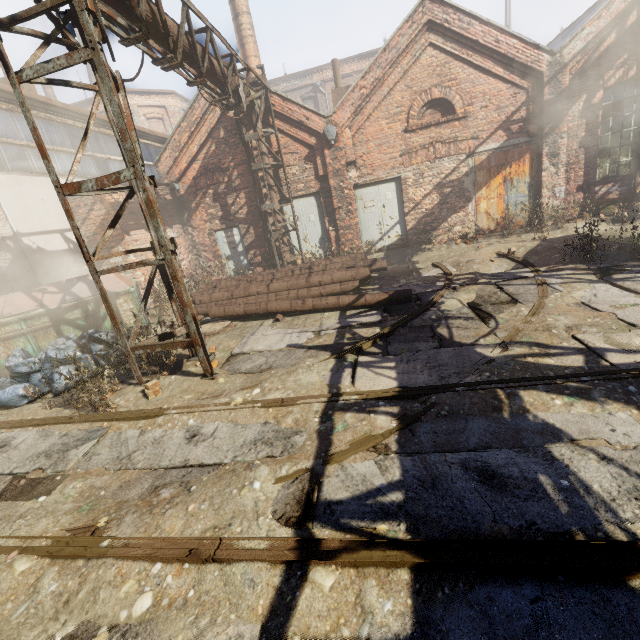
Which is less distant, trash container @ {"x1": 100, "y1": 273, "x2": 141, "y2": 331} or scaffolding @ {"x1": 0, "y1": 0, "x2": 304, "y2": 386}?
scaffolding @ {"x1": 0, "y1": 0, "x2": 304, "y2": 386}

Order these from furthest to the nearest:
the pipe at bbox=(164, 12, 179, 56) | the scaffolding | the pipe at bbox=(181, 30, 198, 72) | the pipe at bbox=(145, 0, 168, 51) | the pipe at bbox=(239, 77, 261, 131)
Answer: the pipe at bbox=(239, 77, 261, 131)
the pipe at bbox=(181, 30, 198, 72)
the pipe at bbox=(164, 12, 179, 56)
the pipe at bbox=(145, 0, 168, 51)
the scaffolding

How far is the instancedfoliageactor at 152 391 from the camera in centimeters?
507cm

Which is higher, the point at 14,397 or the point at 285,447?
the point at 14,397

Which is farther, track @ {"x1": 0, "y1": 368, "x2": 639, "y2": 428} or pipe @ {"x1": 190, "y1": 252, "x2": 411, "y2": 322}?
pipe @ {"x1": 190, "y1": 252, "x2": 411, "y2": 322}

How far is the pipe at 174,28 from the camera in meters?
6.0 m

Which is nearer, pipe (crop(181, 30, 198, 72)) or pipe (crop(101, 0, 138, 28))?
pipe (crop(101, 0, 138, 28))

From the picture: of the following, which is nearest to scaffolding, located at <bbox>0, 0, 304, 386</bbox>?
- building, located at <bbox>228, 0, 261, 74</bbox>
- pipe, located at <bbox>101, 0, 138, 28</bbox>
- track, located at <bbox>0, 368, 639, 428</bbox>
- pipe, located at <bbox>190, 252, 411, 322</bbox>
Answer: pipe, located at <bbox>101, 0, 138, 28</bbox>
